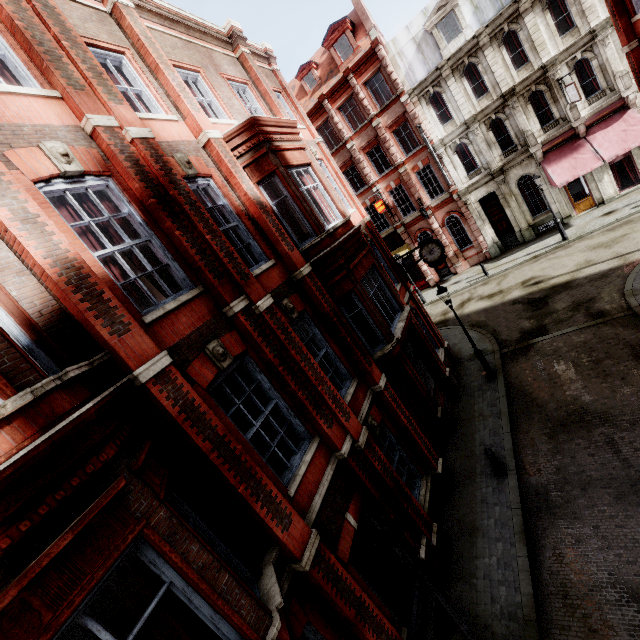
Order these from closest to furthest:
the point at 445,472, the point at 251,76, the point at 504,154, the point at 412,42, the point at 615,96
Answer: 1. the point at 445,472
2. the point at 251,76
3. the point at 615,96
4. the point at 504,154
5. the point at 412,42

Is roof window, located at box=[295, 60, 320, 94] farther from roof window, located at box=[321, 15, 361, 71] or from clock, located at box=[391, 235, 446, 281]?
clock, located at box=[391, 235, 446, 281]

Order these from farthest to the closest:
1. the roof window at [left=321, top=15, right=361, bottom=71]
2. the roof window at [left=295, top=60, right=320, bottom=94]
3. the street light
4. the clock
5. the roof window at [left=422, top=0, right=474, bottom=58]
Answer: the roof window at [left=295, top=60, right=320, bottom=94] < the roof window at [left=321, top=15, right=361, bottom=71] < the roof window at [left=422, top=0, right=474, bottom=58] < the clock < the street light

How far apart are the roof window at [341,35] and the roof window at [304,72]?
1.5m

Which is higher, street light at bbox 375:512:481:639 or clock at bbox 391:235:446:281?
clock at bbox 391:235:446:281

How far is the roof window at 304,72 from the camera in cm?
2688

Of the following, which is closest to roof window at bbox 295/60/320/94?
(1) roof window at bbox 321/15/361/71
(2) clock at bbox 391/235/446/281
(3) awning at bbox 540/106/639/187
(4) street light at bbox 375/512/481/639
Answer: (1) roof window at bbox 321/15/361/71

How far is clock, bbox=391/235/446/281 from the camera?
14.2 meters
